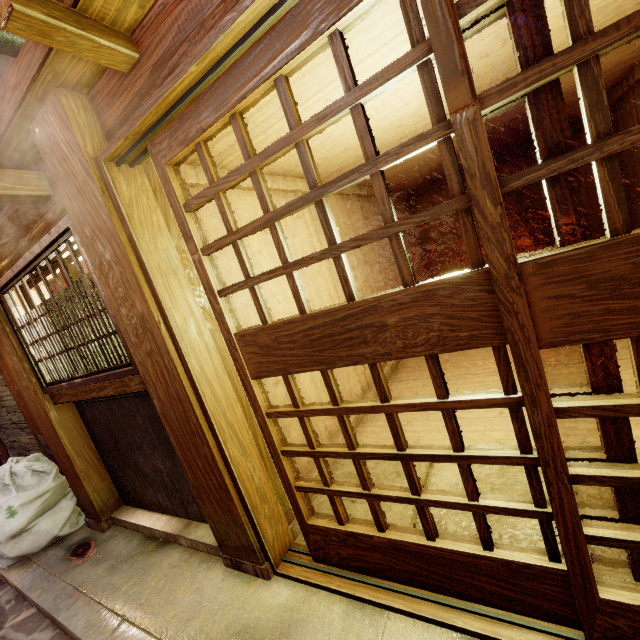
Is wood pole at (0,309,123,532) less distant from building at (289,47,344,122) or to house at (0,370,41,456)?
house at (0,370,41,456)

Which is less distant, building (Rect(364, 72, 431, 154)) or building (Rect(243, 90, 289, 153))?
building (Rect(243, 90, 289, 153))

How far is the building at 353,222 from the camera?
8.52m

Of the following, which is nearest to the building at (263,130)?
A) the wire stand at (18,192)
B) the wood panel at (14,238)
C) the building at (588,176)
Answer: the wood panel at (14,238)

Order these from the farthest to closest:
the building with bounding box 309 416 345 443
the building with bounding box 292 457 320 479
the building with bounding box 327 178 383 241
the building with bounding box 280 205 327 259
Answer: the building with bounding box 327 178 383 241 < the building with bounding box 280 205 327 259 < the building with bounding box 309 416 345 443 < the building with bounding box 292 457 320 479

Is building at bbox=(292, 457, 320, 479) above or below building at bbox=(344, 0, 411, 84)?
below

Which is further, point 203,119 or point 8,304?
point 8,304

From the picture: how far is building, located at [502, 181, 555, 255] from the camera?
13.1m
